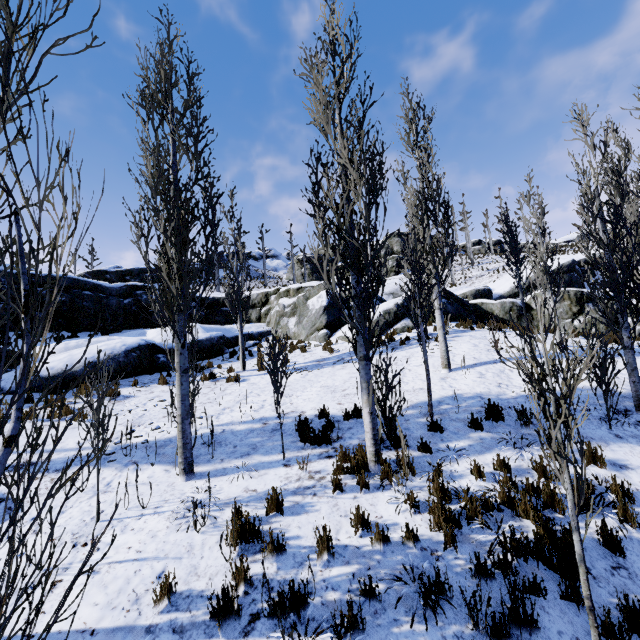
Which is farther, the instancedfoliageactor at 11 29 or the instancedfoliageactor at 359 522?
the instancedfoliageactor at 359 522

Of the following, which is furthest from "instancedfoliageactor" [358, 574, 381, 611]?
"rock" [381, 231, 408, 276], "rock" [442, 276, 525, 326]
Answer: "rock" [381, 231, 408, 276]

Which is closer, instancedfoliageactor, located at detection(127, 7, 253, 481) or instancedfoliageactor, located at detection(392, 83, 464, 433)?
instancedfoliageactor, located at detection(127, 7, 253, 481)

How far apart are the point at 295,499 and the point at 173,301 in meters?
4.6 m

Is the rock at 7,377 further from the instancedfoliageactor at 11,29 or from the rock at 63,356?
the instancedfoliageactor at 11,29

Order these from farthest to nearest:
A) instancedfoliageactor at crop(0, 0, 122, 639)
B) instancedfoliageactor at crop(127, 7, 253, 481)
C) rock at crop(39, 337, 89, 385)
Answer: rock at crop(39, 337, 89, 385) → instancedfoliageactor at crop(127, 7, 253, 481) → instancedfoliageactor at crop(0, 0, 122, 639)

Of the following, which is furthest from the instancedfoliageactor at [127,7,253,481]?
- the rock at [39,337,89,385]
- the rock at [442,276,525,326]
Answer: the rock at [442,276,525,326]

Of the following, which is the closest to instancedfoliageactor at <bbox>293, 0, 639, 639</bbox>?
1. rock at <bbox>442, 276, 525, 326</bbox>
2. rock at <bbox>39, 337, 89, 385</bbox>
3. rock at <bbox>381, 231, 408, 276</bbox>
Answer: rock at <bbox>39, 337, 89, 385</bbox>
